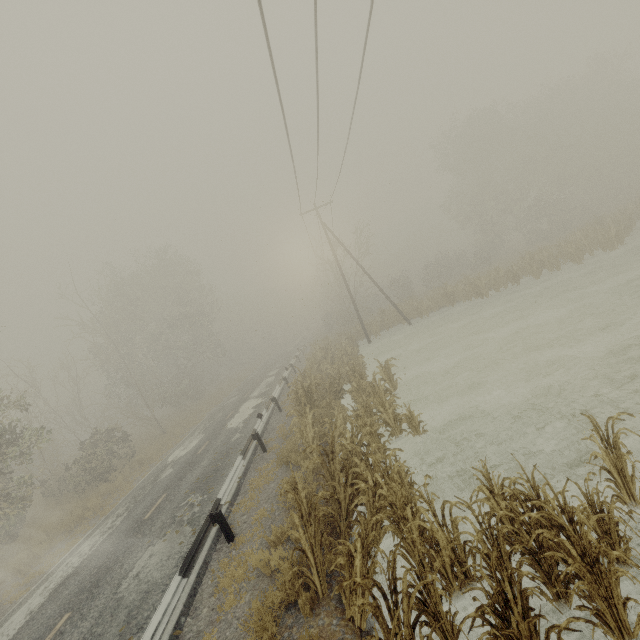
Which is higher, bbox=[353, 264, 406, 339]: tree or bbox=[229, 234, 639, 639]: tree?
bbox=[353, 264, 406, 339]: tree

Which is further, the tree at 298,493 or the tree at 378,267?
the tree at 378,267

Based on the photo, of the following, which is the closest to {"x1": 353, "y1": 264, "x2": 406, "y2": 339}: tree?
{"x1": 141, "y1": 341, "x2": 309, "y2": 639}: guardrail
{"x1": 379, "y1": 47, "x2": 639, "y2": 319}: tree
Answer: {"x1": 141, "y1": 341, "x2": 309, "y2": 639}: guardrail

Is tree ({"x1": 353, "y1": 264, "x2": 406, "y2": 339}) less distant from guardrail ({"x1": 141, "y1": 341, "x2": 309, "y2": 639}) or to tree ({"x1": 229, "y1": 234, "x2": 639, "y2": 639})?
guardrail ({"x1": 141, "y1": 341, "x2": 309, "y2": 639})

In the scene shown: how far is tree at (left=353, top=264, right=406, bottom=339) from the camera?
28.2 meters

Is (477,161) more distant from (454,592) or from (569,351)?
(454,592)

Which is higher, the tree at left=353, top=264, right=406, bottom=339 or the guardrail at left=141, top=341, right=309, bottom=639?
the tree at left=353, top=264, right=406, bottom=339

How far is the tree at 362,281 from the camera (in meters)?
28.23
